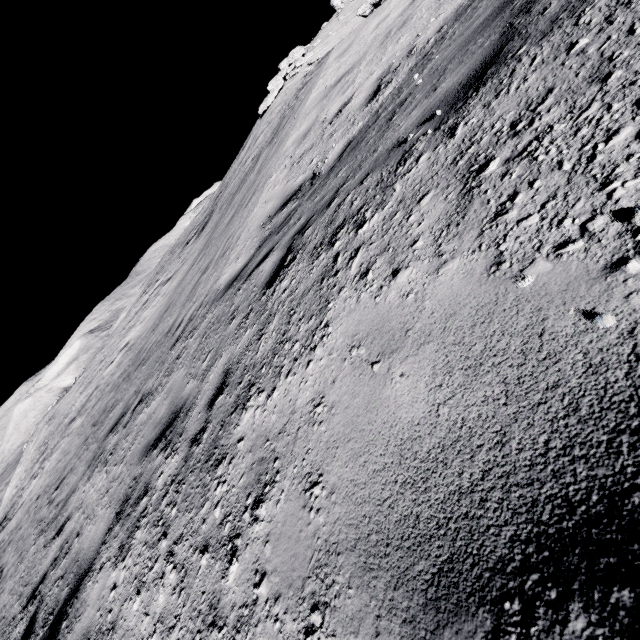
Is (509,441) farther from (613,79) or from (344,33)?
(344,33)
